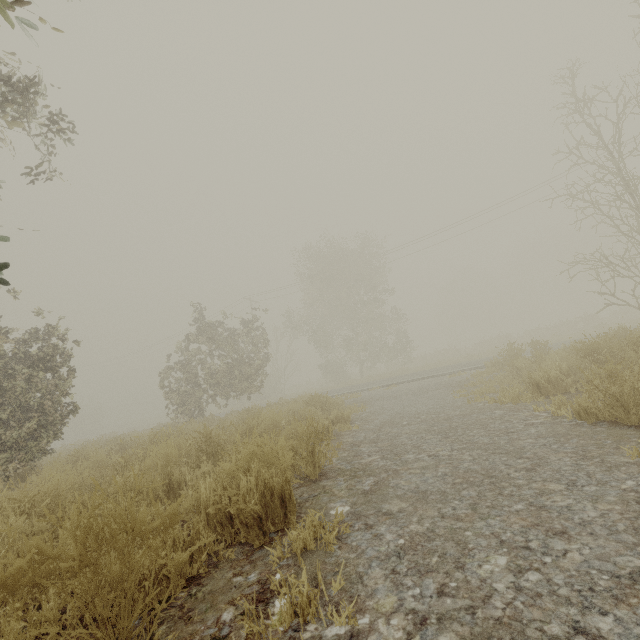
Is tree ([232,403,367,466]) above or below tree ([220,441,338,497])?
above

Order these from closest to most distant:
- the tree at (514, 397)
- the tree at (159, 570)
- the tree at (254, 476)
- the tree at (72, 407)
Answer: the tree at (159, 570), the tree at (254, 476), the tree at (514, 397), the tree at (72, 407)

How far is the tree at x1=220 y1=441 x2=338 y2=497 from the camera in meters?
2.5 m

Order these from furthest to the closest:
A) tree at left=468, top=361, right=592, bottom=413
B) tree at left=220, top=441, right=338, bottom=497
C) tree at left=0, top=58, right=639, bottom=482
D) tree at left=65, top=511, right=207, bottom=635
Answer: tree at left=0, top=58, right=639, bottom=482 → tree at left=468, top=361, right=592, bottom=413 → tree at left=220, top=441, right=338, bottom=497 → tree at left=65, top=511, right=207, bottom=635

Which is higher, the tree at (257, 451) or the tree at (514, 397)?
the tree at (257, 451)

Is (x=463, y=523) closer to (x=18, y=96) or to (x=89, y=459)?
(x=89, y=459)

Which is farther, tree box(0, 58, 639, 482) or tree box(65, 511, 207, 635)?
tree box(0, 58, 639, 482)
